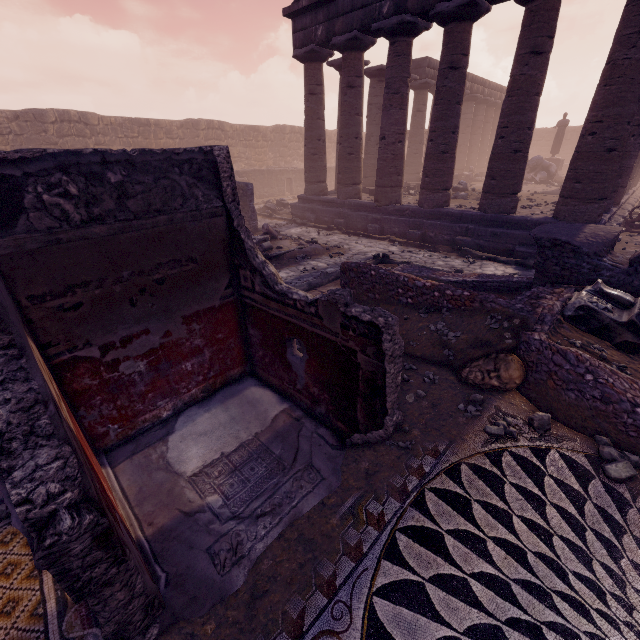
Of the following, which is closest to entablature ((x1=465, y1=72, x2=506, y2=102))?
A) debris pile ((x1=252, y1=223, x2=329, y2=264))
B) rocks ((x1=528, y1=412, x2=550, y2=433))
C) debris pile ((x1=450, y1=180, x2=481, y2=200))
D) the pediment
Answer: the pediment

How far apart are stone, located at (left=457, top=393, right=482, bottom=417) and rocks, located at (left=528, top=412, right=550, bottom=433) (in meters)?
0.50

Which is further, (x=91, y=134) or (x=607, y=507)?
(x=91, y=134)

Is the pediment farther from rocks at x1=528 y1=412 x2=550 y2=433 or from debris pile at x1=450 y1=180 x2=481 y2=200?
rocks at x1=528 y1=412 x2=550 y2=433

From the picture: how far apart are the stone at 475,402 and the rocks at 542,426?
0.50m

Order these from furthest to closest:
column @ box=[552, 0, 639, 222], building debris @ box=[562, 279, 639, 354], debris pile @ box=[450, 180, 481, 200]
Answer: debris pile @ box=[450, 180, 481, 200] < column @ box=[552, 0, 639, 222] < building debris @ box=[562, 279, 639, 354]

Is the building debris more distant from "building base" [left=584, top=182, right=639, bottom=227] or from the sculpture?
"building base" [left=584, top=182, right=639, bottom=227]

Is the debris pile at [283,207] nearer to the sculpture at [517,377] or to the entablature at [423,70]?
the entablature at [423,70]
